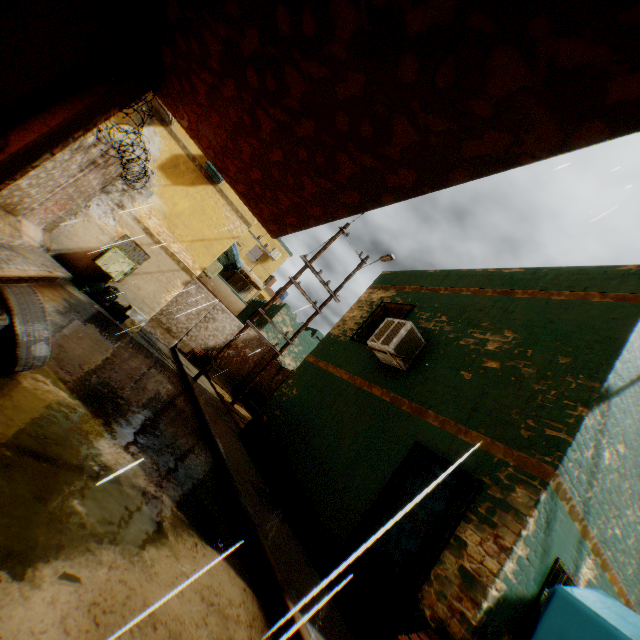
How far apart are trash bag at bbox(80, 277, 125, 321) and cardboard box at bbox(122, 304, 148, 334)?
0.1m

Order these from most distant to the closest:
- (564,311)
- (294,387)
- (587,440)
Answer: (294,387), (564,311), (587,440)

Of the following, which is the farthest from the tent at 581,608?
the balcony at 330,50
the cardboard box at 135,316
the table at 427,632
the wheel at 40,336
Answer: the cardboard box at 135,316

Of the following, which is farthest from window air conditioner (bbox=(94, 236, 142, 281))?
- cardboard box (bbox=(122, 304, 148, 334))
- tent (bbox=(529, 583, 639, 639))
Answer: tent (bbox=(529, 583, 639, 639))

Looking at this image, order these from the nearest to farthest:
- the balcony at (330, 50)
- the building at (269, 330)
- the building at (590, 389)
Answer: the balcony at (330, 50), the building at (590, 389), the building at (269, 330)

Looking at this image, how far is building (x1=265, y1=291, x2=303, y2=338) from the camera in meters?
26.5

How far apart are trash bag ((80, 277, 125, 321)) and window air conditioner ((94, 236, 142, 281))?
0.2 meters

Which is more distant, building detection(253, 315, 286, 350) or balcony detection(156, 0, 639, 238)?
building detection(253, 315, 286, 350)
